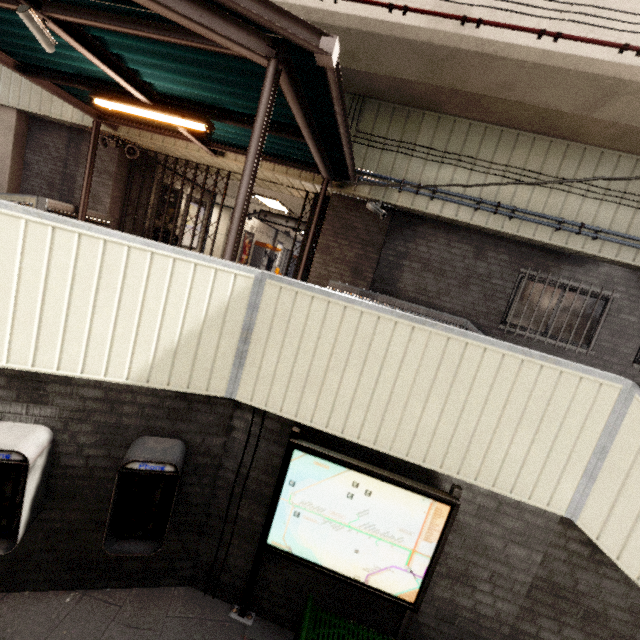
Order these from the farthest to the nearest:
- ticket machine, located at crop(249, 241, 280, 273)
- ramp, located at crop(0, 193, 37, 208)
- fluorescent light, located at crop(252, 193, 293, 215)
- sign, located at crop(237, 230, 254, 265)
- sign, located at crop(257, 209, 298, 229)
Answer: ticket machine, located at crop(249, 241, 280, 273) < sign, located at crop(237, 230, 254, 265) < sign, located at crop(257, 209, 298, 229) < fluorescent light, located at crop(252, 193, 293, 215) < ramp, located at crop(0, 193, 37, 208)

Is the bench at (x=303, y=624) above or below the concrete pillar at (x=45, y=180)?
below

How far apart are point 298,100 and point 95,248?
2.7 meters

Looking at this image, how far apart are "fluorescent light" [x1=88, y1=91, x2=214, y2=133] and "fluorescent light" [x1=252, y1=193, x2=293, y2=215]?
4.7 meters

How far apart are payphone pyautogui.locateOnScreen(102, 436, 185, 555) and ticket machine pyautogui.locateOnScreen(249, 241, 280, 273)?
Answer: 15.32m

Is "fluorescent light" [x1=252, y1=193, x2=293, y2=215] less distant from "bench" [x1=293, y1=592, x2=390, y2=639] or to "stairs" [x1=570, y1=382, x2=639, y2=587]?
"stairs" [x1=570, y1=382, x2=639, y2=587]

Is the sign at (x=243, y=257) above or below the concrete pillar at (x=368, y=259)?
below

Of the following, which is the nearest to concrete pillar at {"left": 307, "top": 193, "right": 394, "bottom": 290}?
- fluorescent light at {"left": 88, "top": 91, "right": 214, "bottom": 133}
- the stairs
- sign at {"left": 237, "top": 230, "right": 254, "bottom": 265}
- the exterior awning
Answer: the exterior awning
